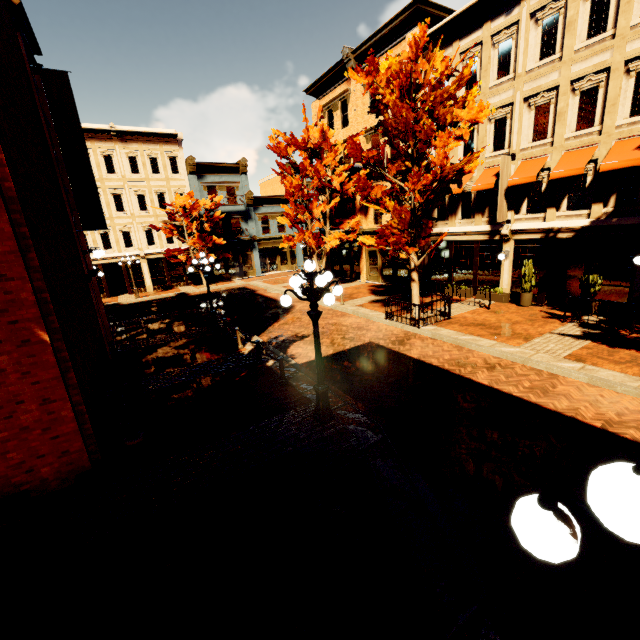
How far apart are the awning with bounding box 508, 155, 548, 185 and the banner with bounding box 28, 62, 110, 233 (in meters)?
16.63

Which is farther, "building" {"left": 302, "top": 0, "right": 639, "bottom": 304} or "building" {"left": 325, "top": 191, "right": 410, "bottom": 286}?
"building" {"left": 325, "top": 191, "right": 410, "bottom": 286}

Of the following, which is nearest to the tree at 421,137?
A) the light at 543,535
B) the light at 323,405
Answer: the light at 323,405

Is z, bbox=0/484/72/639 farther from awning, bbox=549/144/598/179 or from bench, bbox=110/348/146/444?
awning, bbox=549/144/598/179

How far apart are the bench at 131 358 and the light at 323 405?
3.81m

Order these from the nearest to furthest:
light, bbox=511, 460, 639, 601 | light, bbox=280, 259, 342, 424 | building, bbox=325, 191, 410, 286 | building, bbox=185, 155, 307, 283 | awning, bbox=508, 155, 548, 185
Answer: light, bbox=511, 460, 639, 601 < light, bbox=280, 259, 342, 424 < awning, bbox=508, 155, 548, 185 < building, bbox=325, 191, 410, 286 < building, bbox=185, 155, 307, 283

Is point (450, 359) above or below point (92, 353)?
below

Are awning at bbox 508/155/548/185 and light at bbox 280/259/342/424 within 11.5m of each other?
no
